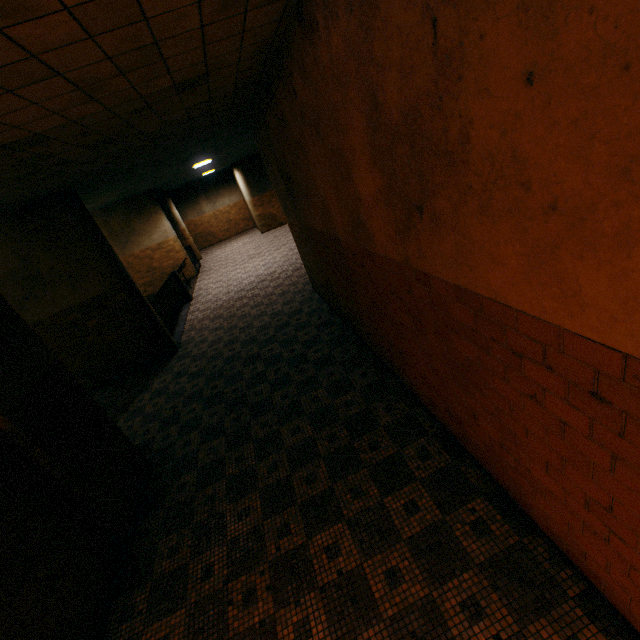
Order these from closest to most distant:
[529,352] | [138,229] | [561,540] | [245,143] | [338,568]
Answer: [529,352] → [561,540] → [338,568] → [245,143] → [138,229]

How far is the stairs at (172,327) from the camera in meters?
9.9 m

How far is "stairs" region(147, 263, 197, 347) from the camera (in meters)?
9.91
